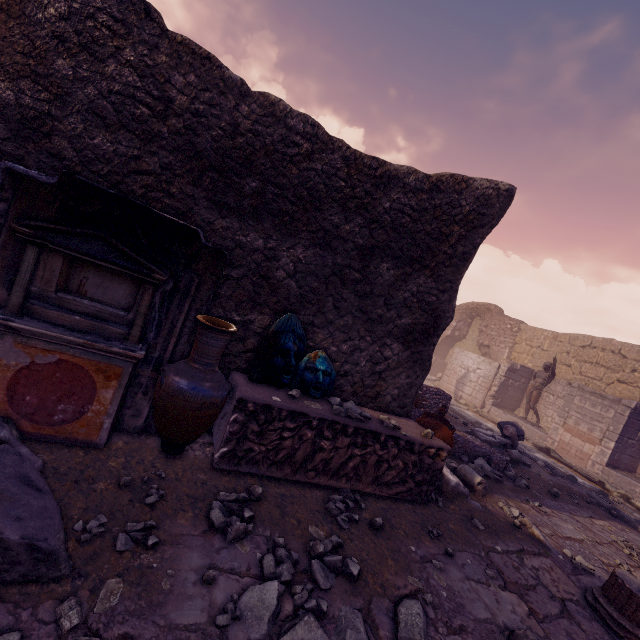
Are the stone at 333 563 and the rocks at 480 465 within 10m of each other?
yes

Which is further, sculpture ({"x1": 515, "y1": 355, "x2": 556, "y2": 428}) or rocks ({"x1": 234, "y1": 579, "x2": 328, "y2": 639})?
sculpture ({"x1": 515, "y1": 355, "x2": 556, "y2": 428})

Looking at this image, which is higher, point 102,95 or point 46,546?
point 102,95

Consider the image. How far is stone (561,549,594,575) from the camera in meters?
4.1

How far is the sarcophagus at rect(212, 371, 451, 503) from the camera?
3.2 meters

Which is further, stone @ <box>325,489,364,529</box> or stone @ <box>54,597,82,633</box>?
stone @ <box>325,489,364,529</box>

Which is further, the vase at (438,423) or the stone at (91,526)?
the vase at (438,423)

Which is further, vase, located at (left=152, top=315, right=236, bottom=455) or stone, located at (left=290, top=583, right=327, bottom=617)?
vase, located at (left=152, top=315, right=236, bottom=455)
